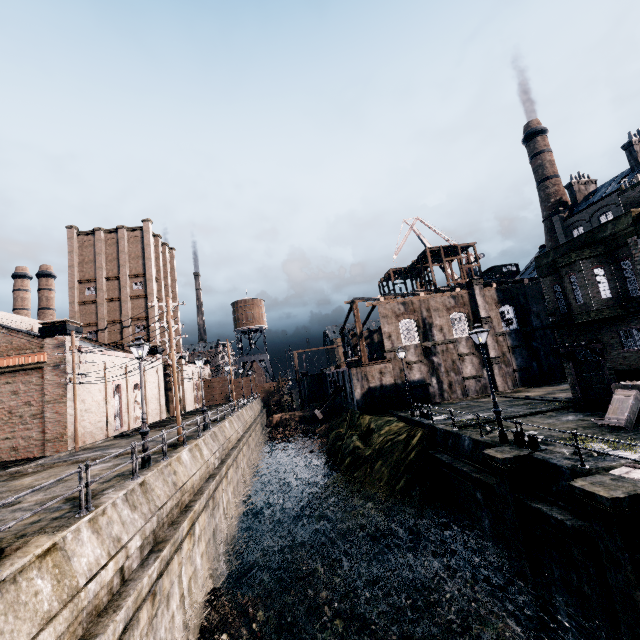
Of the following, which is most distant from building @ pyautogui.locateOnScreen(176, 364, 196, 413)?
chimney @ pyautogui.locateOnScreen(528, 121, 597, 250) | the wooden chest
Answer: chimney @ pyautogui.locateOnScreen(528, 121, 597, 250)

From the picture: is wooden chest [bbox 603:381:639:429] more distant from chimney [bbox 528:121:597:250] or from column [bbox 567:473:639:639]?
chimney [bbox 528:121:597:250]

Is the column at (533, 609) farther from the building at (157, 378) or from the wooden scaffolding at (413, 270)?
the wooden scaffolding at (413, 270)

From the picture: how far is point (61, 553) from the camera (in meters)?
7.41

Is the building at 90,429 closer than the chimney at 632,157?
Yes

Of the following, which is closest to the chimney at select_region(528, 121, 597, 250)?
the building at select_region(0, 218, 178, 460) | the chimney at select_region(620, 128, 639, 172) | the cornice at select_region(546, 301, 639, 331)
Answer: the chimney at select_region(620, 128, 639, 172)

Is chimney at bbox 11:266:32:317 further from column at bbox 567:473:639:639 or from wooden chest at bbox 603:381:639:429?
wooden chest at bbox 603:381:639:429

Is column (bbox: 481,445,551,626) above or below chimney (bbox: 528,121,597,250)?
below
